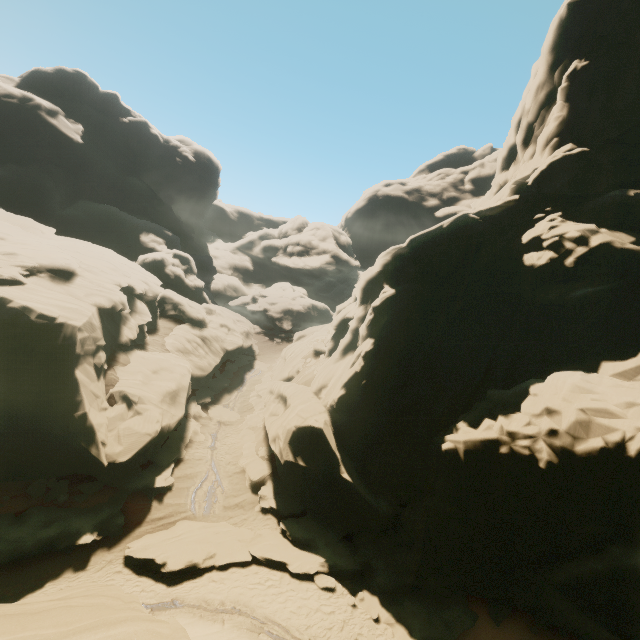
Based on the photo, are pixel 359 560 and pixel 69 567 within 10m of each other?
no

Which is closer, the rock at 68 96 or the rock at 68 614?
the rock at 68 614

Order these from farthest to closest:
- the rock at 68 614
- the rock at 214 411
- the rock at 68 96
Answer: the rock at 214 411
the rock at 68 96
the rock at 68 614

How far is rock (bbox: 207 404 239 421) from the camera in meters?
27.7 m

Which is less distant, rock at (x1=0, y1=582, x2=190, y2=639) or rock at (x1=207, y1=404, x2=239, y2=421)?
rock at (x1=0, y1=582, x2=190, y2=639)

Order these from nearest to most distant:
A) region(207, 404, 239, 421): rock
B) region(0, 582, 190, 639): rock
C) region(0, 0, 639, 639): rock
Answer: region(0, 582, 190, 639): rock
region(0, 0, 639, 639): rock
region(207, 404, 239, 421): rock
